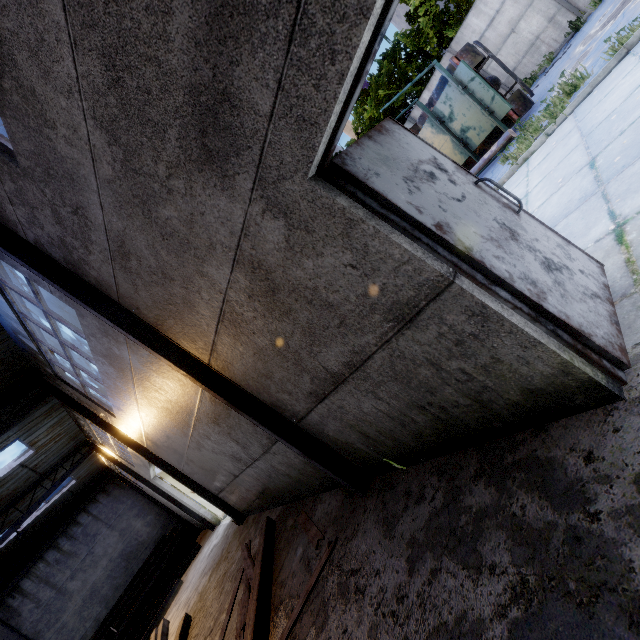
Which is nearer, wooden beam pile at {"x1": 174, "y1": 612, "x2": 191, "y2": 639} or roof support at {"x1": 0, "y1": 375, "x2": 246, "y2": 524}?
wooden beam pile at {"x1": 174, "y1": 612, "x2": 191, "y2": 639}

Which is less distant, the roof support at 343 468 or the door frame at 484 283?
the door frame at 484 283

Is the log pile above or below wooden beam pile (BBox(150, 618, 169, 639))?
above

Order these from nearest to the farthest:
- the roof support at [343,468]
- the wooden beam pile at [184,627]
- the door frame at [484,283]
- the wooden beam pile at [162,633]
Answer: the door frame at [484,283]
the roof support at [343,468]
the wooden beam pile at [184,627]
the wooden beam pile at [162,633]

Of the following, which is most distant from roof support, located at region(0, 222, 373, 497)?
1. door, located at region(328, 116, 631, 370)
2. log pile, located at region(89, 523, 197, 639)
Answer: log pile, located at region(89, 523, 197, 639)

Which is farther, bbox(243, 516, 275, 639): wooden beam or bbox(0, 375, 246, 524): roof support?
bbox(0, 375, 246, 524): roof support

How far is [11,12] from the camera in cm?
195

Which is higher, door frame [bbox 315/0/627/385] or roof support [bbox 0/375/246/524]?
roof support [bbox 0/375/246/524]
